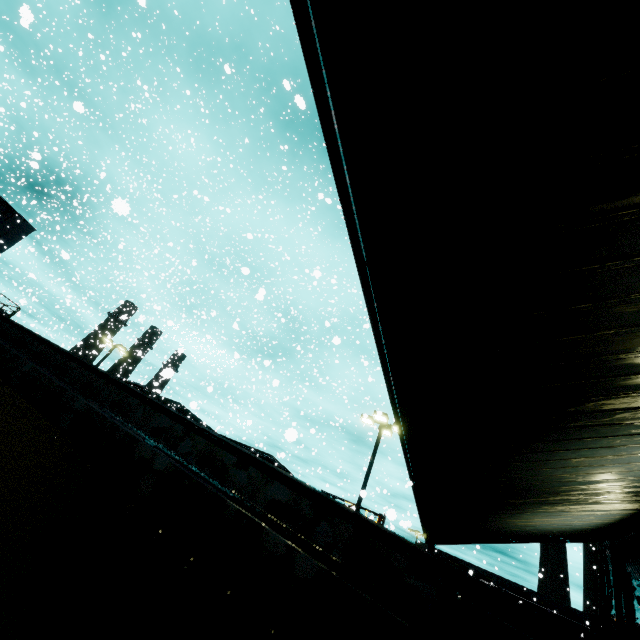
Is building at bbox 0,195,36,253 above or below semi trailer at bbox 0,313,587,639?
above

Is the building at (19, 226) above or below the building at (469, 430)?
above

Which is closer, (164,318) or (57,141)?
(57,141)

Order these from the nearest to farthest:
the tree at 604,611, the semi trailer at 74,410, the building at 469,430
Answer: the semi trailer at 74,410
the building at 469,430
the tree at 604,611

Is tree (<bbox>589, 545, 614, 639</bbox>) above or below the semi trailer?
above

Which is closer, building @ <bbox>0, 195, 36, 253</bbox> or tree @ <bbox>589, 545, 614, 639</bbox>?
tree @ <bbox>589, 545, 614, 639</bbox>

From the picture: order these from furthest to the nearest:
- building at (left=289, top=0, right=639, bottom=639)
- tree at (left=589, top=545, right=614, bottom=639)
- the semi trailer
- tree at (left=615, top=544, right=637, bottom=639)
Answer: tree at (left=589, top=545, right=614, bottom=639) → tree at (left=615, top=544, right=637, bottom=639) → building at (left=289, top=0, right=639, bottom=639) → the semi trailer
